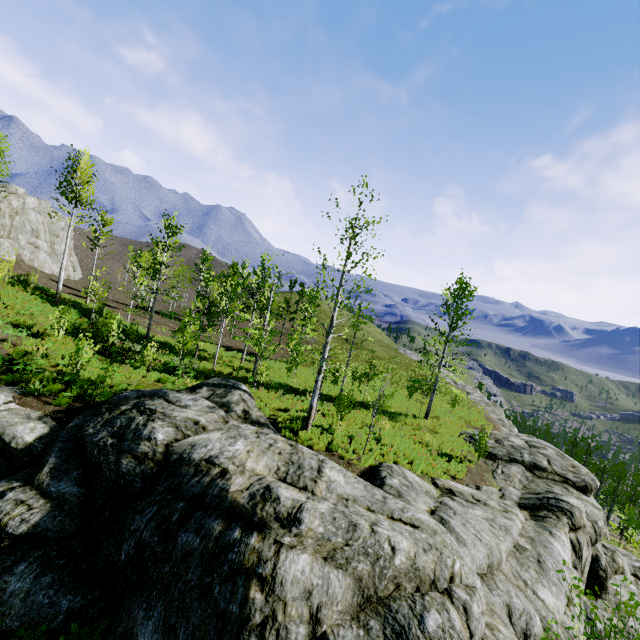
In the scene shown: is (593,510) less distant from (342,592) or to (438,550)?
(438,550)

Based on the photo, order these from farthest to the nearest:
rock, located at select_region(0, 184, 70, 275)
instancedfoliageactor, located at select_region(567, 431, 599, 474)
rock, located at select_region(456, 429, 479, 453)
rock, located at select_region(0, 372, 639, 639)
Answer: instancedfoliageactor, located at select_region(567, 431, 599, 474)
rock, located at select_region(0, 184, 70, 275)
rock, located at select_region(456, 429, 479, 453)
rock, located at select_region(0, 372, 639, 639)

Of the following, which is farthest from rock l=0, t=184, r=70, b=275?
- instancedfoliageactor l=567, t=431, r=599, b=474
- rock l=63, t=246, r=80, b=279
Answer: rock l=63, t=246, r=80, b=279

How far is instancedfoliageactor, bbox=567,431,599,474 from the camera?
45.6 meters

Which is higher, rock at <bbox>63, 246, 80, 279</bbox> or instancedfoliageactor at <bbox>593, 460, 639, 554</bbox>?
rock at <bbox>63, 246, 80, 279</bbox>

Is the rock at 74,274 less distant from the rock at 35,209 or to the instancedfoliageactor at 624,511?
the rock at 35,209

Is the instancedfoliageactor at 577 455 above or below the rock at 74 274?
below
